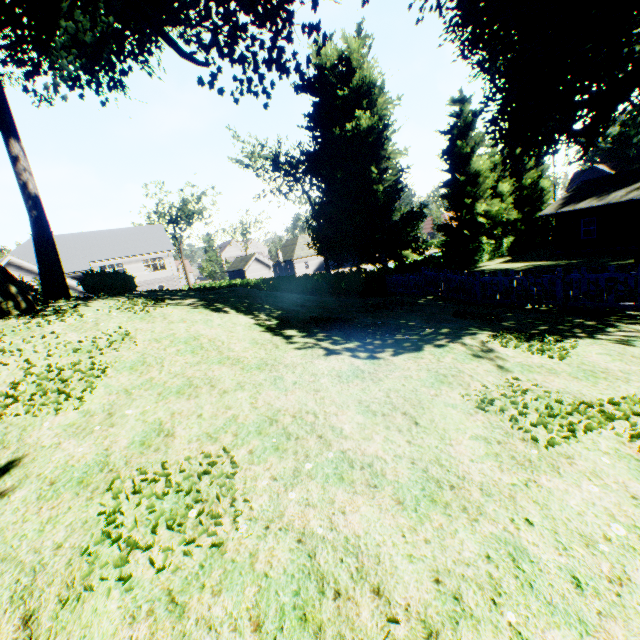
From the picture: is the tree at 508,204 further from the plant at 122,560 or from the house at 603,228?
the house at 603,228

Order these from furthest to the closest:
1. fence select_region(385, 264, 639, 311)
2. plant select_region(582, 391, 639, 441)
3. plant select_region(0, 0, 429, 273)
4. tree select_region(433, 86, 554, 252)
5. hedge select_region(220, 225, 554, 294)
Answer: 1. tree select_region(433, 86, 554, 252)
2. hedge select_region(220, 225, 554, 294)
3. plant select_region(0, 0, 429, 273)
4. fence select_region(385, 264, 639, 311)
5. plant select_region(582, 391, 639, 441)

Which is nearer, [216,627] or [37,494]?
[216,627]

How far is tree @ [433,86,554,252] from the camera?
31.0m

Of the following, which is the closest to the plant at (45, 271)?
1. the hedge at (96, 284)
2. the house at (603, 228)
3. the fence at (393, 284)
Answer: the fence at (393, 284)

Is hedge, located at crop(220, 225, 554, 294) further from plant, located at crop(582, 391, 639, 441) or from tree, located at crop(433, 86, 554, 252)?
tree, located at crop(433, 86, 554, 252)

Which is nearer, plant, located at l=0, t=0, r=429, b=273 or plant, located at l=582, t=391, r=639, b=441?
plant, located at l=582, t=391, r=639, b=441
